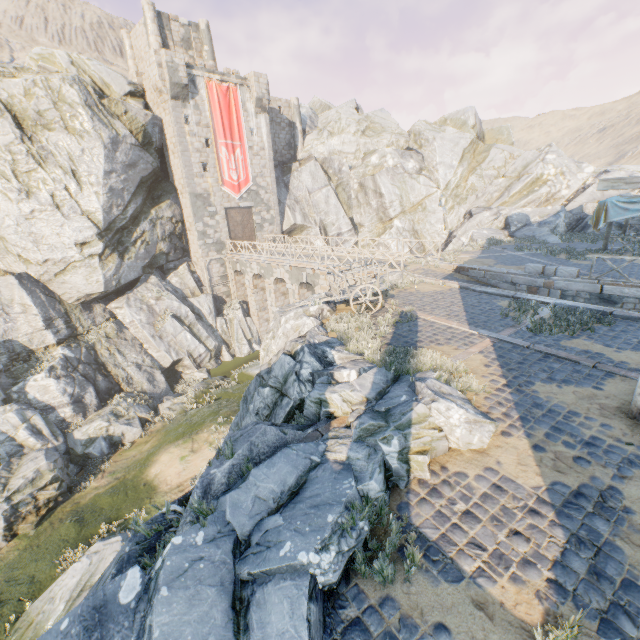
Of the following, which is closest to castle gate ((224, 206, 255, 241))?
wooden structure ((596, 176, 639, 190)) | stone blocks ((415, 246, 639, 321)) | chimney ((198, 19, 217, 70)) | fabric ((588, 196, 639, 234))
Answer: chimney ((198, 19, 217, 70))

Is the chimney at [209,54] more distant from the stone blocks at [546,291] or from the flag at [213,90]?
the stone blocks at [546,291]

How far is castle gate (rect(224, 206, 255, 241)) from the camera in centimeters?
2924cm

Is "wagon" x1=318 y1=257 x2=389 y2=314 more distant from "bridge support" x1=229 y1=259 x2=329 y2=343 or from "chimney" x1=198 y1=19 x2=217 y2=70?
"chimney" x1=198 y1=19 x2=217 y2=70

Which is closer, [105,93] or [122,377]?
[122,377]

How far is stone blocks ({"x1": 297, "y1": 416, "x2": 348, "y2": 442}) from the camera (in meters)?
5.89

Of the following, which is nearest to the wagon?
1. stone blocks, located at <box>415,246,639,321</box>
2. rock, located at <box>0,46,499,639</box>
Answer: rock, located at <box>0,46,499,639</box>

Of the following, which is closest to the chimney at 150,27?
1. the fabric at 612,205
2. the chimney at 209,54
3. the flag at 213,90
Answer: the chimney at 209,54
